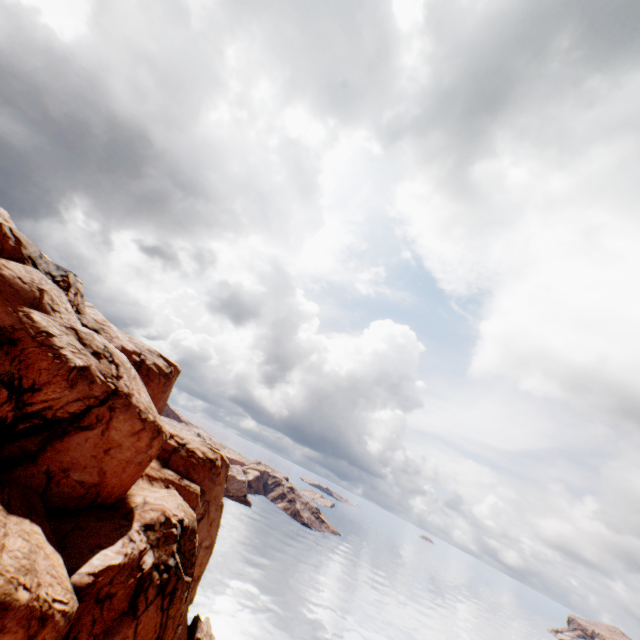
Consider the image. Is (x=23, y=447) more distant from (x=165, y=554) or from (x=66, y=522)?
(x=165, y=554)
